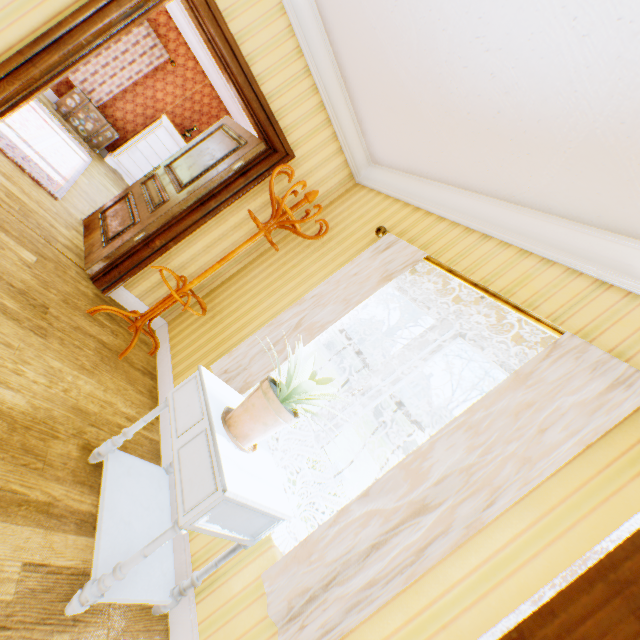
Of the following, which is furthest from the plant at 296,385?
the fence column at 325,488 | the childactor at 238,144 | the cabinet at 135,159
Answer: the fence column at 325,488

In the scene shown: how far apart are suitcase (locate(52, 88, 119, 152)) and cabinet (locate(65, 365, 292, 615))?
7.39m

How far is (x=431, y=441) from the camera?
1.5 meters

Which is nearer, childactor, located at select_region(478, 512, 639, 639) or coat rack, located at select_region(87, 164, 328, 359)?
childactor, located at select_region(478, 512, 639, 639)

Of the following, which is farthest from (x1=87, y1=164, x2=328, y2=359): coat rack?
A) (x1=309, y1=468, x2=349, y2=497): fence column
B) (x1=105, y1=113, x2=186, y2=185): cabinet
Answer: (x1=309, y1=468, x2=349, y2=497): fence column

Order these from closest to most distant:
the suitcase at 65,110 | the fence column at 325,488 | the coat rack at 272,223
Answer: the coat rack at 272,223
the suitcase at 65,110
the fence column at 325,488

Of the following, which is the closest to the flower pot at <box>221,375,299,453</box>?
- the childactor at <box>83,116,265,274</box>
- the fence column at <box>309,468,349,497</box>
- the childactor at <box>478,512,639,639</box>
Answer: the childactor at <box>478,512,639,639</box>

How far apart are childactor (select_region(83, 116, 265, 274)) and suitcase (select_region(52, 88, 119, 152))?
4.0m
